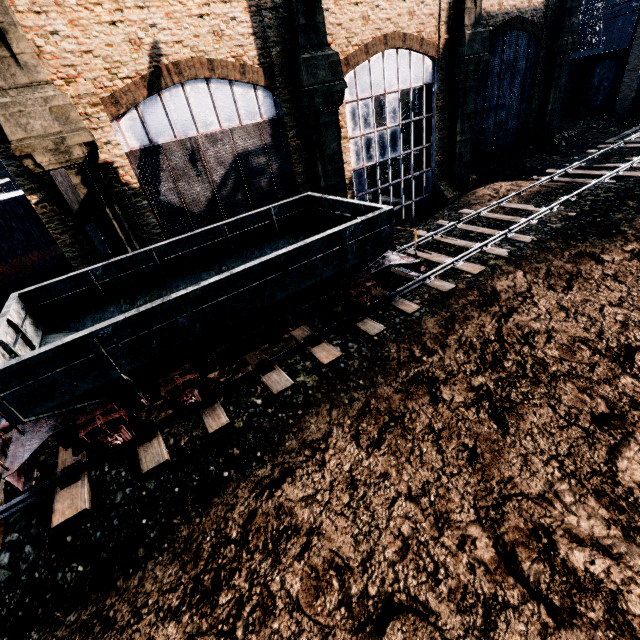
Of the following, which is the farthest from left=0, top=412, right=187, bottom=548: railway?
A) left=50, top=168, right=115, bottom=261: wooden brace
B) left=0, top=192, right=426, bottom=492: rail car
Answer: left=50, top=168, right=115, bottom=261: wooden brace

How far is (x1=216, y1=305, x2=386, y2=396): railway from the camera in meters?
10.2 m

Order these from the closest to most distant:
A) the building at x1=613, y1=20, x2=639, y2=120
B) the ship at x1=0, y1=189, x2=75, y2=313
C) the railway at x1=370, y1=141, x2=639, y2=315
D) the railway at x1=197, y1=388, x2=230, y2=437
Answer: the railway at x1=197, y1=388, x2=230, y2=437
the railway at x1=370, y1=141, x2=639, y2=315
the ship at x1=0, y1=189, x2=75, y2=313
the building at x1=613, y1=20, x2=639, y2=120

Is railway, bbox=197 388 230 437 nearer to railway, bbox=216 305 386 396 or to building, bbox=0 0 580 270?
railway, bbox=216 305 386 396

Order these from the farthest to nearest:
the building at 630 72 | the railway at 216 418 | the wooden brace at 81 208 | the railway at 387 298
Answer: the building at 630 72 < the railway at 387 298 < the wooden brace at 81 208 < the railway at 216 418

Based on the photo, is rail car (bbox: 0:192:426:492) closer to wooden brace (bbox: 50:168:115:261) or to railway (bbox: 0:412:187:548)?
railway (bbox: 0:412:187:548)

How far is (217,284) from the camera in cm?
776

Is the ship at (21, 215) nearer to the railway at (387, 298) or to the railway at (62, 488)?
the railway at (62, 488)
